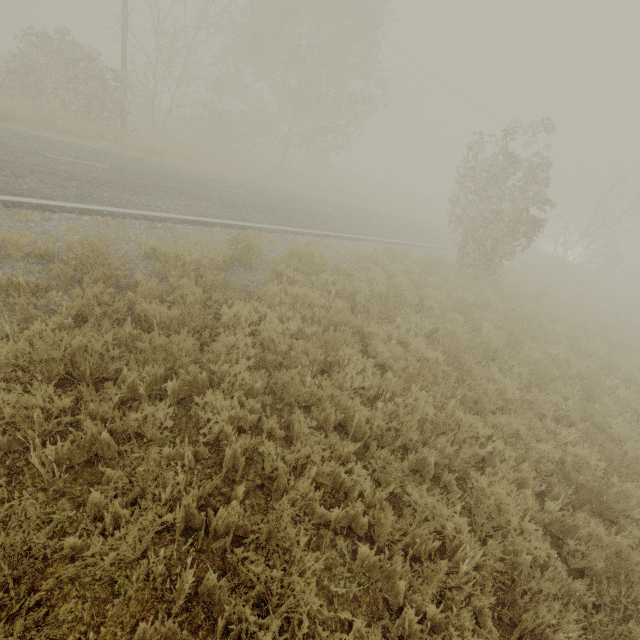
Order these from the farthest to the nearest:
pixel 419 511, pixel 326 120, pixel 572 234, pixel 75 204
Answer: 1. pixel 326 120
2. pixel 572 234
3. pixel 75 204
4. pixel 419 511
